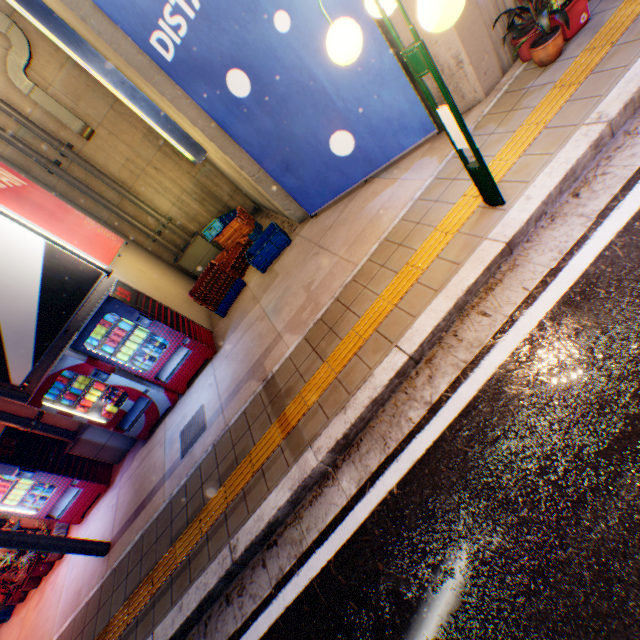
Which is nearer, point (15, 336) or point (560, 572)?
point (560, 572)

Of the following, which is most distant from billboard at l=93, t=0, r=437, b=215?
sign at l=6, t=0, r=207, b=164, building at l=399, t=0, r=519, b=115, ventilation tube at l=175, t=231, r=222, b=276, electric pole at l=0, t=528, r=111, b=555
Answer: electric pole at l=0, t=528, r=111, b=555

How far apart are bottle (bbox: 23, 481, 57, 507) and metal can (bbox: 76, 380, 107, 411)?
1.6m

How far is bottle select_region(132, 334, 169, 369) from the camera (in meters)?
5.90

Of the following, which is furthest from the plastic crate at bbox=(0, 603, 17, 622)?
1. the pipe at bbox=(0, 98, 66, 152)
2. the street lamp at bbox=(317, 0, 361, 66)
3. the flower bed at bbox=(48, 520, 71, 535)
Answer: the street lamp at bbox=(317, 0, 361, 66)

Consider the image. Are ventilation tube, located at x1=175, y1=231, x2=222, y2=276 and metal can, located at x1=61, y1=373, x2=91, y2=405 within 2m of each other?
no

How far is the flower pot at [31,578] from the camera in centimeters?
630cm

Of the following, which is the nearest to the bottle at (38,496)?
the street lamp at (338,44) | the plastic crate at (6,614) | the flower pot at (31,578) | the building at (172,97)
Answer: the flower pot at (31,578)
